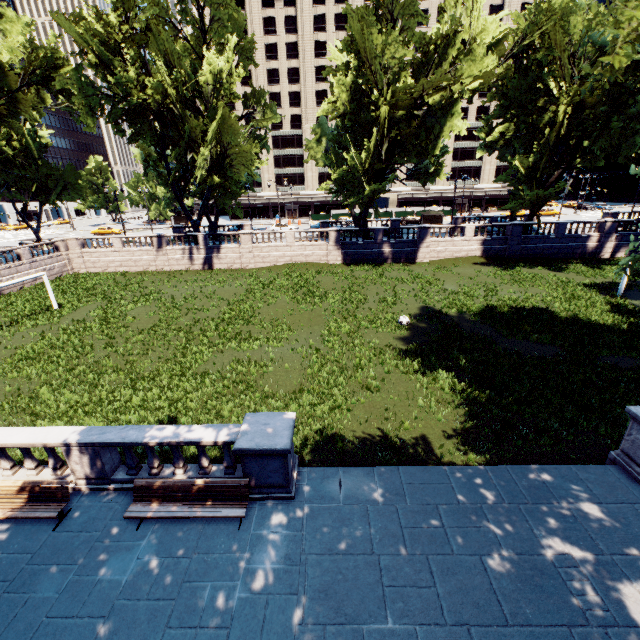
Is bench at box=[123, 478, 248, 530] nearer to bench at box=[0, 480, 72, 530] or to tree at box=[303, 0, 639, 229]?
bench at box=[0, 480, 72, 530]

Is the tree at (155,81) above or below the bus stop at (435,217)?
above

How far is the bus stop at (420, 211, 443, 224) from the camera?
48.9 meters

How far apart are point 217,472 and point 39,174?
51.15m

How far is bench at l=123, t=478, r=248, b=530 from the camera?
7.8 meters

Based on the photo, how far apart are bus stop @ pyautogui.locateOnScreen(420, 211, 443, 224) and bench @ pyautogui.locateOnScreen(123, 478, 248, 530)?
48.5m

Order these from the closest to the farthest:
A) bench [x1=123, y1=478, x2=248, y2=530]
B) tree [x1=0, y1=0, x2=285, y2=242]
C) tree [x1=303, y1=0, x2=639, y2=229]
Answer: bench [x1=123, y1=478, x2=248, y2=530] → tree [x1=303, y1=0, x2=639, y2=229] → tree [x1=0, y1=0, x2=285, y2=242]

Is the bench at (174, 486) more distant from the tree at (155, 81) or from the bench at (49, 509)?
the tree at (155, 81)
